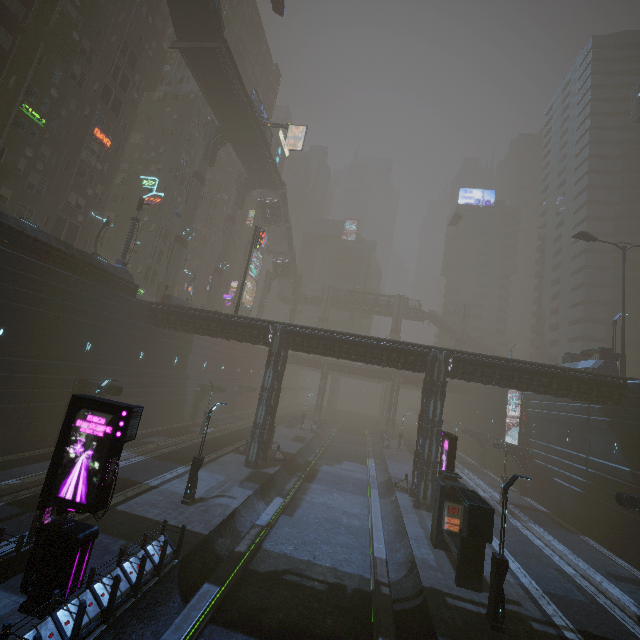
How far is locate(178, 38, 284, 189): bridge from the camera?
33.47m

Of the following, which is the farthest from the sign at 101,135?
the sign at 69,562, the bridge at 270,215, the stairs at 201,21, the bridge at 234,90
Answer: the sign at 69,562

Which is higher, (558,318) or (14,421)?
(558,318)

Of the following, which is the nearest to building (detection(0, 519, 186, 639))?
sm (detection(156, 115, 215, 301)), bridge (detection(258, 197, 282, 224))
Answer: sm (detection(156, 115, 215, 301))

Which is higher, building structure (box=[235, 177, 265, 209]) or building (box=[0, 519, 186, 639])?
building structure (box=[235, 177, 265, 209])

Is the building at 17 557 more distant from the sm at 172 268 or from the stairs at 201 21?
the stairs at 201 21

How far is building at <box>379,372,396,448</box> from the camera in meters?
47.4

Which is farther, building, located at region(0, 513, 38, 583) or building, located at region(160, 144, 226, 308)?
building, located at region(160, 144, 226, 308)
